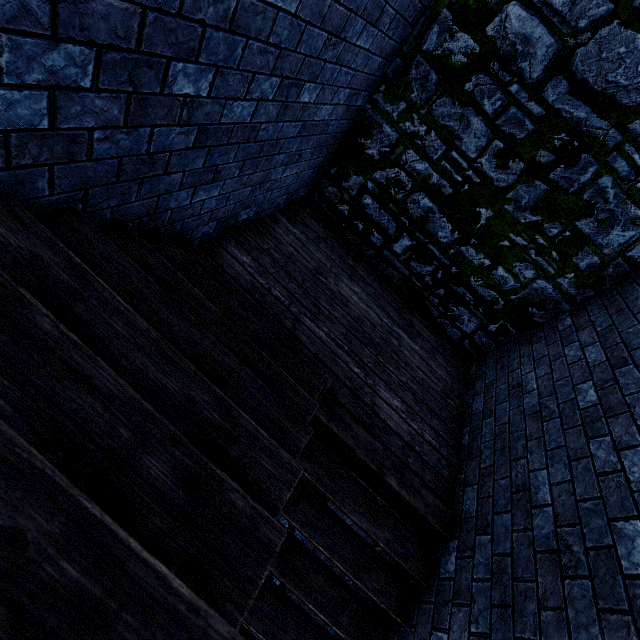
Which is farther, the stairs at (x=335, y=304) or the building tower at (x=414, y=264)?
the building tower at (x=414, y=264)

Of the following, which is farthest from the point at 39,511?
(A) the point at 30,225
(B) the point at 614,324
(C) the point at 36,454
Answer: (B) the point at 614,324

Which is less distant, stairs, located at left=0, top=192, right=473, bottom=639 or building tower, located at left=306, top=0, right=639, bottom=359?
stairs, located at left=0, top=192, right=473, bottom=639
